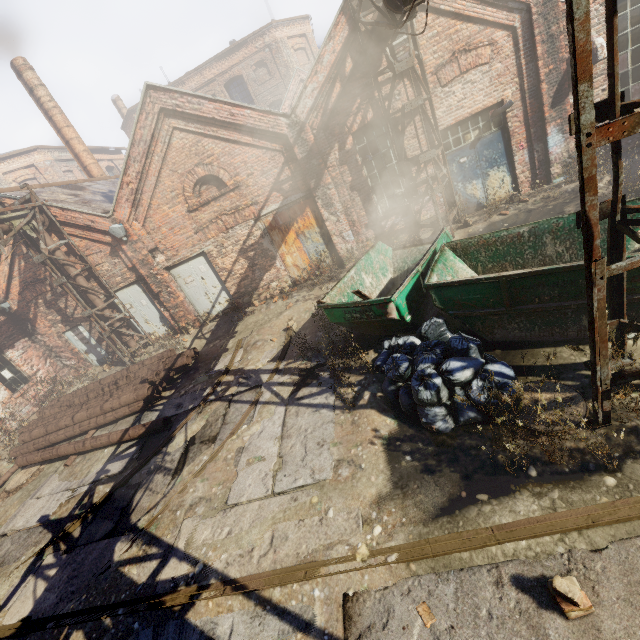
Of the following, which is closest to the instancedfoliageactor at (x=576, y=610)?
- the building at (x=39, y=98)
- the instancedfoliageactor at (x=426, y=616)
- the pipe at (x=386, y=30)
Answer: the instancedfoliageactor at (x=426, y=616)

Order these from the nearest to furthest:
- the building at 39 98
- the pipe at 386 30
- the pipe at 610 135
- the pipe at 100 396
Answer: the pipe at 610 135
the pipe at 386 30
the pipe at 100 396
the building at 39 98

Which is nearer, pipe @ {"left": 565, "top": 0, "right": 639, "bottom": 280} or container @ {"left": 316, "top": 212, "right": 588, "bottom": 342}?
pipe @ {"left": 565, "top": 0, "right": 639, "bottom": 280}

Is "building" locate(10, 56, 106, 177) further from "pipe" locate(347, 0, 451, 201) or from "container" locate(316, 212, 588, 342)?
"container" locate(316, 212, 588, 342)

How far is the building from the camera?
14.66m

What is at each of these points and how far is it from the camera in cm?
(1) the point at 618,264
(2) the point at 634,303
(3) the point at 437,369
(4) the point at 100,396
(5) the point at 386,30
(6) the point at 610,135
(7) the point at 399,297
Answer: (1) scaffolding, 284
(2) container, 432
(3) trash bag, 495
(4) pipe, 995
(5) pipe, 790
(6) pipe, 238
(7) container, 575

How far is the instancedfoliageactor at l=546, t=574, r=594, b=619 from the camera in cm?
255

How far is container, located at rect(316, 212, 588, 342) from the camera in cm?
474
